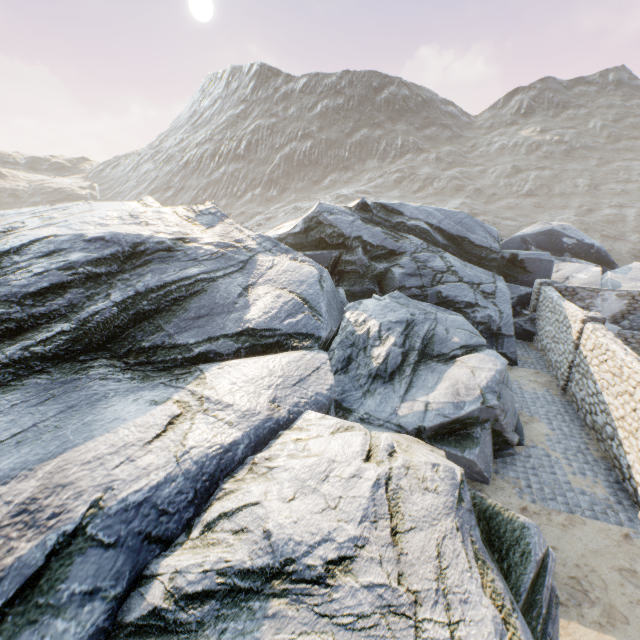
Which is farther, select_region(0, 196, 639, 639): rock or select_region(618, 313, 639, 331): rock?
select_region(618, 313, 639, 331): rock

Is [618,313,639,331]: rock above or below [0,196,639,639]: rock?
below

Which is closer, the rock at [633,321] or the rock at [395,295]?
the rock at [395,295]

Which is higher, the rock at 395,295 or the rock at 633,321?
the rock at 395,295

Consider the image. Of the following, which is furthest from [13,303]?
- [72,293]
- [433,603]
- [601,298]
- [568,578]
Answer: [601,298]
